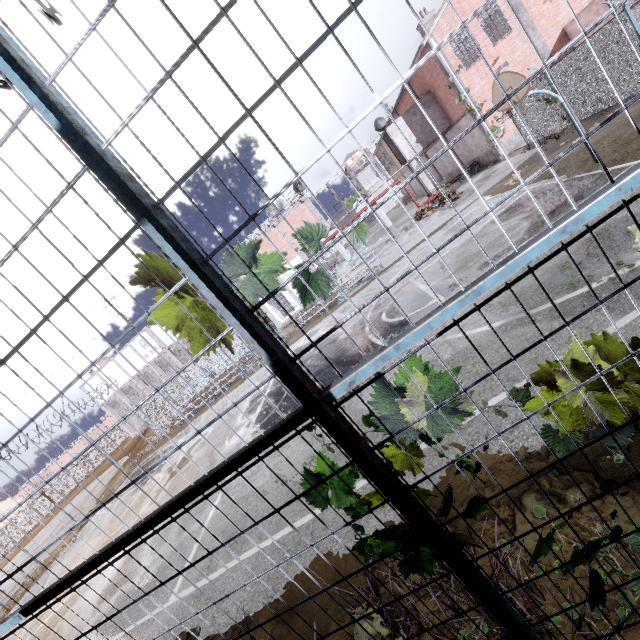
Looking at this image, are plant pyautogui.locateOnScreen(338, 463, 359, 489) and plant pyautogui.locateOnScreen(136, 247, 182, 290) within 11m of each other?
yes

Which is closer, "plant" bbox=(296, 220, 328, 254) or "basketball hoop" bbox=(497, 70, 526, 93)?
"plant" bbox=(296, 220, 328, 254)

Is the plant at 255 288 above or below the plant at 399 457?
above

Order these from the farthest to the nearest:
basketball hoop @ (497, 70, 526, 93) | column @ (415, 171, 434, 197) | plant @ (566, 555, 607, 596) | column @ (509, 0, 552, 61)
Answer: column @ (415, 171, 434, 197) < column @ (509, 0, 552, 61) < basketball hoop @ (497, 70, 526, 93) < plant @ (566, 555, 607, 596)

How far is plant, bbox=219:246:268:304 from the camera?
1.2 meters

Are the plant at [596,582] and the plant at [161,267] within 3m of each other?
yes

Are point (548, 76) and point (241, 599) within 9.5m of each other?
yes

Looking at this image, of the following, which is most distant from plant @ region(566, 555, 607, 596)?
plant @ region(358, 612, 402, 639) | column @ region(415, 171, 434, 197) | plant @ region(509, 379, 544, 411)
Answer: column @ region(415, 171, 434, 197)
